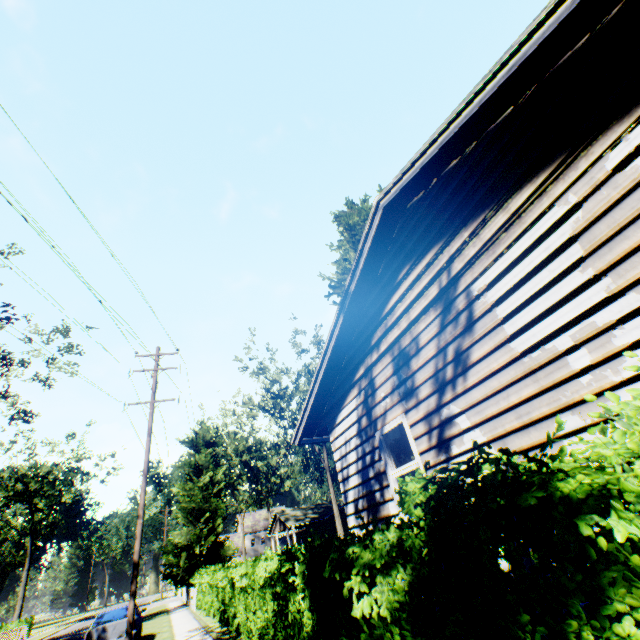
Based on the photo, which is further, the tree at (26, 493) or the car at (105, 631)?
the tree at (26, 493)

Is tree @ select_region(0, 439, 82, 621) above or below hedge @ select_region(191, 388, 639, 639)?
above

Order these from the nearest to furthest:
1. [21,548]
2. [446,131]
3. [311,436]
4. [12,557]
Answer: [446,131]
[311,436]
[12,557]
[21,548]

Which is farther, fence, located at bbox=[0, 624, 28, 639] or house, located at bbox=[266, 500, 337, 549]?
house, located at bbox=[266, 500, 337, 549]

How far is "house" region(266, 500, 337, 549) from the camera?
38.19m

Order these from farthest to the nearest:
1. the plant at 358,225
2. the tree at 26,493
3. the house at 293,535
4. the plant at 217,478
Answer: the tree at 26,493 < the house at 293,535 < the plant at 217,478 < the plant at 358,225

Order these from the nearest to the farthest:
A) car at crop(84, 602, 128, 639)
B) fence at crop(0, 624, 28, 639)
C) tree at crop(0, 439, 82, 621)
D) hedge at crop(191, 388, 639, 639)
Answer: hedge at crop(191, 388, 639, 639)
car at crop(84, 602, 128, 639)
fence at crop(0, 624, 28, 639)
tree at crop(0, 439, 82, 621)

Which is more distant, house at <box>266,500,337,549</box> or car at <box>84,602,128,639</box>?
house at <box>266,500,337,549</box>
